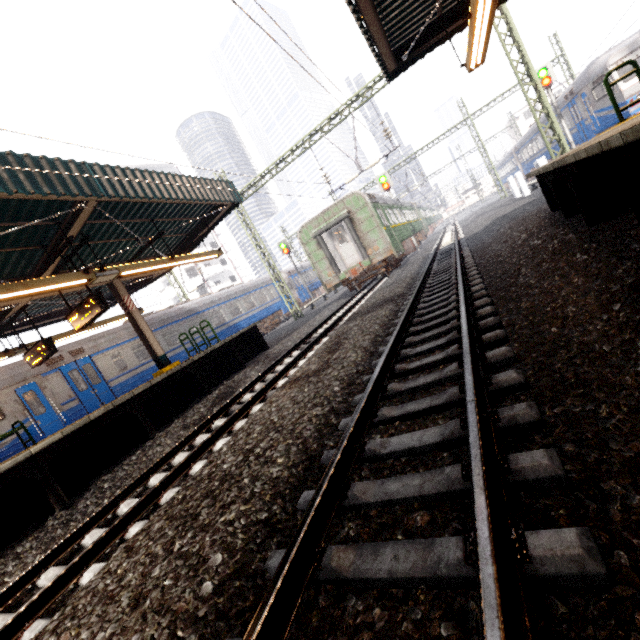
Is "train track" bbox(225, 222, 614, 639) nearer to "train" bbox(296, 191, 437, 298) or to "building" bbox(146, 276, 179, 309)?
"train" bbox(296, 191, 437, 298)

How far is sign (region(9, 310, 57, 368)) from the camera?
9.7m

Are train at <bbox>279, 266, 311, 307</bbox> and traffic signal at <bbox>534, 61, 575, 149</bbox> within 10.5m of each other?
no

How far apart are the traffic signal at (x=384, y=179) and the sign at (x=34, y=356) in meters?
20.1 m

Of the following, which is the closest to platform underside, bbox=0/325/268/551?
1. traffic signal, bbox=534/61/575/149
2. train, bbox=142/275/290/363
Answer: train, bbox=142/275/290/363

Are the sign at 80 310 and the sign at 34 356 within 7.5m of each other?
yes

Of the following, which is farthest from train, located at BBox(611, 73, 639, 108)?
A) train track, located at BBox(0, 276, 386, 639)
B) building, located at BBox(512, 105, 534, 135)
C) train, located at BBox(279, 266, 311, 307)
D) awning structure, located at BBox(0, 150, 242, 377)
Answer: train, located at BBox(279, 266, 311, 307)

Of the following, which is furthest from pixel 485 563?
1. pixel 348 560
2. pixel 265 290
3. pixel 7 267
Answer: pixel 265 290
